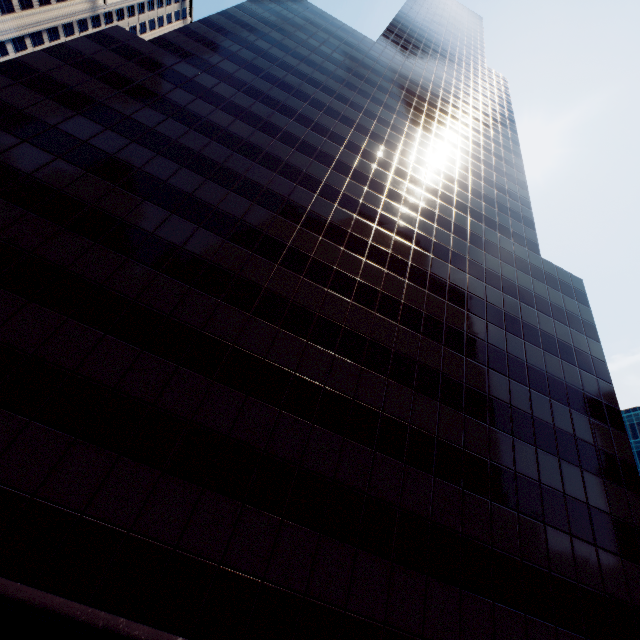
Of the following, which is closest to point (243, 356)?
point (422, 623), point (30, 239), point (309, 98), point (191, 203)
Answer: point (191, 203)
